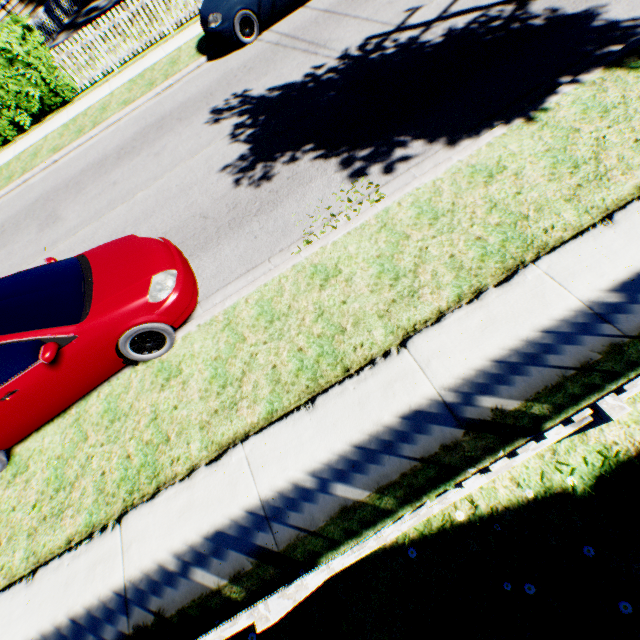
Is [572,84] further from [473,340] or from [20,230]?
[20,230]

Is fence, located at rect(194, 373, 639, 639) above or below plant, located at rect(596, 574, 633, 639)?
above

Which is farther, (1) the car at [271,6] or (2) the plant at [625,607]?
(1) the car at [271,6]

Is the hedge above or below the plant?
A: above

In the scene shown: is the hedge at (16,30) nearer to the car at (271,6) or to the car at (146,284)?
the car at (271,6)

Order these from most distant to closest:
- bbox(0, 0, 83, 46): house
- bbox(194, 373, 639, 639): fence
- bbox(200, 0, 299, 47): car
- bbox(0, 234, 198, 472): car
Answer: bbox(0, 0, 83, 46): house, bbox(200, 0, 299, 47): car, bbox(0, 234, 198, 472): car, bbox(194, 373, 639, 639): fence

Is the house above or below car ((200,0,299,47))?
above

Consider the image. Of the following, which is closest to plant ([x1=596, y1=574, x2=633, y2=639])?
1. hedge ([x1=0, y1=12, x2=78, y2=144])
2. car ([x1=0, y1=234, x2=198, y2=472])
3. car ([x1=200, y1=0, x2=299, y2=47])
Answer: hedge ([x1=0, y1=12, x2=78, y2=144])
